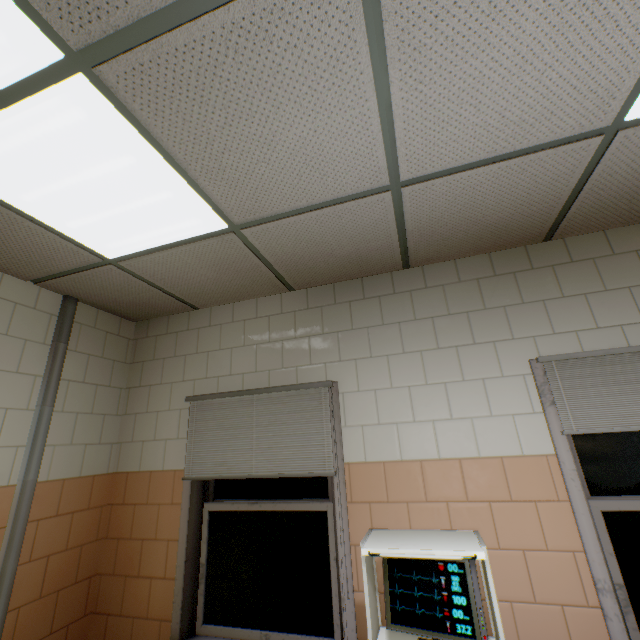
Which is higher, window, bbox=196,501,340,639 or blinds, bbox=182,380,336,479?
blinds, bbox=182,380,336,479

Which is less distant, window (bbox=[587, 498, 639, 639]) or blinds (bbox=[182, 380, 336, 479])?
window (bbox=[587, 498, 639, 639])

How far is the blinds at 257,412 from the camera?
2.3 meters

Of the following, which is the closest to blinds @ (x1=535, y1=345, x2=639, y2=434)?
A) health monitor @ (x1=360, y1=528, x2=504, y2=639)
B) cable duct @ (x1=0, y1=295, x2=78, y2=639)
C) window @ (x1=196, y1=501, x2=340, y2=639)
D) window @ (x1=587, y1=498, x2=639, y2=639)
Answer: Answer: window @ (x1=587, y1=498, x2=639, y2=639)

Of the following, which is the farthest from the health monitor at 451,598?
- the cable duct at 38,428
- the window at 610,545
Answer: the cable duct at 38,428

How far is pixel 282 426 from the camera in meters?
2.5 m

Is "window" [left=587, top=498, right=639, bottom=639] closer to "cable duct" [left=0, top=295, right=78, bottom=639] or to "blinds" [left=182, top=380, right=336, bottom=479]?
"blinds" [left=182, top=380, right=336, bottom=479]

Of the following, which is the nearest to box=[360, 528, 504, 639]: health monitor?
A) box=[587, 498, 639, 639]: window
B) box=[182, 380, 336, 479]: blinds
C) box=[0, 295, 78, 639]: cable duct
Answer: box=[182, 380, 336, 479]: blinds
